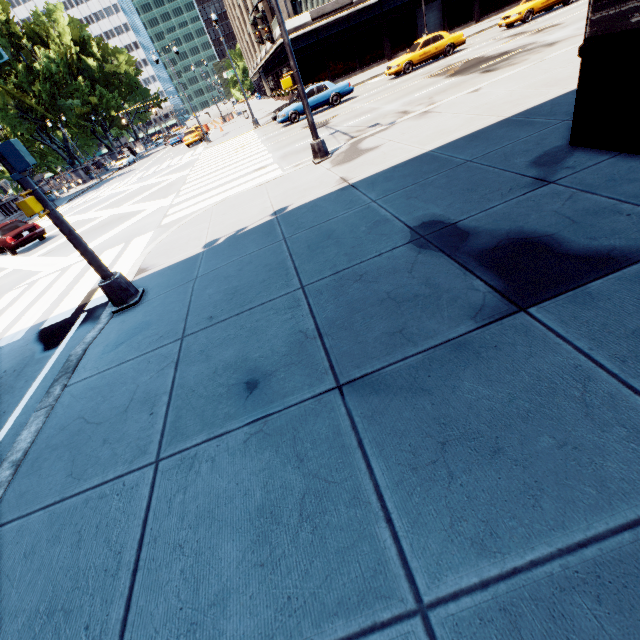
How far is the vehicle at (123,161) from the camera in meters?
46.5 m

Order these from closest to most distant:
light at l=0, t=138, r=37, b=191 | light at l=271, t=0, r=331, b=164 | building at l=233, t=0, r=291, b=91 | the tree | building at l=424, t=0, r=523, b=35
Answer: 1. light at l=0, t=138, r=37, b=191
2. light at l=271, t=0, r=331, b=164
3. building at l=424, t=0, r=523, b=35
4. building at l=233, t=0, r=291, b=91
5. the tree

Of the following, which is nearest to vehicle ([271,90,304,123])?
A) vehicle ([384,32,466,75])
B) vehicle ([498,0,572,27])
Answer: vehicle ([384,32,466,75])

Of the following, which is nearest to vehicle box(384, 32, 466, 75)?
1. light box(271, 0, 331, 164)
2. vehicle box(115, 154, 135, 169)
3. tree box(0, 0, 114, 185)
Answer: light box(271, 0, 331, 164)

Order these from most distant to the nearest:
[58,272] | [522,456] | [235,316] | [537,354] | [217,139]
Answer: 1. [217,139]
2. [58,272]
3. [235,316]
4. [537,354]
5. [522,456]

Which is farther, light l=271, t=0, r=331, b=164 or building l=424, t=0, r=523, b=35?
building l=424, t=0, r=523, b=35

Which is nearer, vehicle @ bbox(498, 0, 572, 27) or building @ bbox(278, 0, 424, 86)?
vehicle @ bbox(498, 0, 572, 27)

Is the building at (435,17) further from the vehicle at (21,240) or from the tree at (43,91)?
the vehicle at (21,240)
